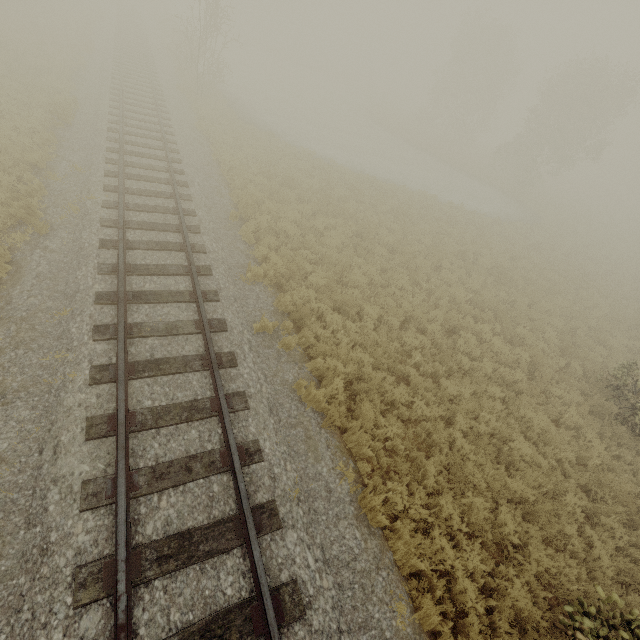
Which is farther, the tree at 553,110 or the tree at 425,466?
the tree at 553,110

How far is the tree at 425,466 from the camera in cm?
657

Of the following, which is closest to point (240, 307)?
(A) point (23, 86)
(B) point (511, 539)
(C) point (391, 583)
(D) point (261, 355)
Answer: (D) point (261, 355)

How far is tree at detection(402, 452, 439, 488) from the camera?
6.6 meters

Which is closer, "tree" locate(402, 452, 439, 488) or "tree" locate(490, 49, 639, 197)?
"tree" locate(402, 452, 439, 488)

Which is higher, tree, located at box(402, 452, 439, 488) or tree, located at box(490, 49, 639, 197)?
tree, located at box(490, 49, 639, 197)
